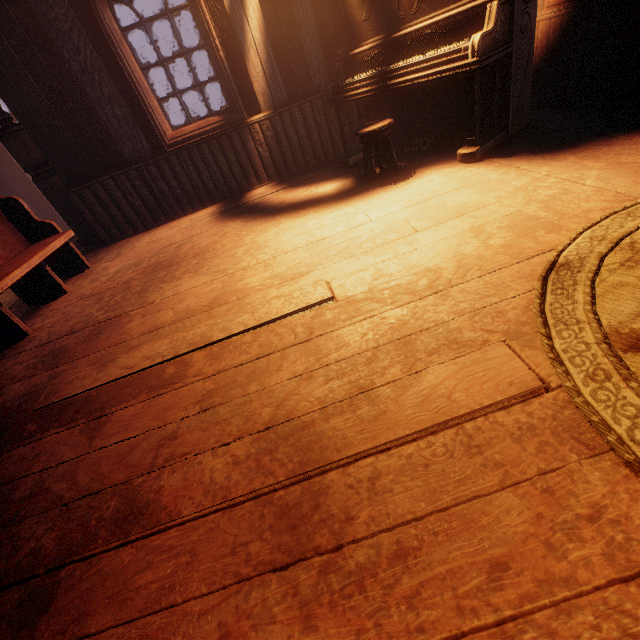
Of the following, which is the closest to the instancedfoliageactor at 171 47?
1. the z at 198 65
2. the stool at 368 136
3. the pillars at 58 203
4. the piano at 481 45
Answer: the z at 198 65

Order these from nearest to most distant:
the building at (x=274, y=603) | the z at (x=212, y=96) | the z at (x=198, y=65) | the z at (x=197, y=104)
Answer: the building at (x=274, y=603) < the z at (x=197, y=104) < the z at (x=212, y=96) < the z at (x=198, y=65)

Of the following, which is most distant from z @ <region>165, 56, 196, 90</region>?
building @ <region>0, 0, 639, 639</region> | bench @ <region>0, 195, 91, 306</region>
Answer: bench @ <region>0, 195, 91, 306</region>

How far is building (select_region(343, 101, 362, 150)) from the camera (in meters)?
4.52

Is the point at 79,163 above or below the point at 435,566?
above

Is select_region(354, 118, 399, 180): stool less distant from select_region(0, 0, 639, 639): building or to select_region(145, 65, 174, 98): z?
select_region(0, 0, 639, 639): building

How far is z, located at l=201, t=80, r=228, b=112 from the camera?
31.84m
